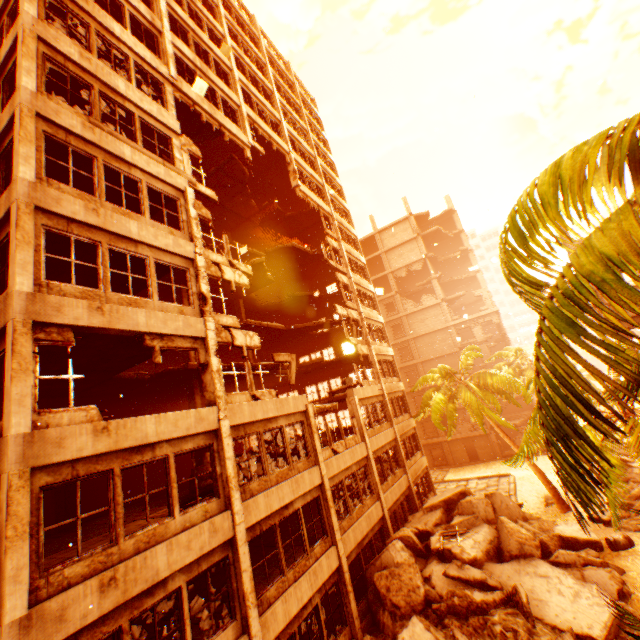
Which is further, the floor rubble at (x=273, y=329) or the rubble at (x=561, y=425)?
the floor rubble at (x=273, y=329)

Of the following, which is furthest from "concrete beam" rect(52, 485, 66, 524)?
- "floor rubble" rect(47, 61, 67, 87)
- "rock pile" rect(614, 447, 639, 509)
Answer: "rock pile" rect(614, 447, 639, 509)

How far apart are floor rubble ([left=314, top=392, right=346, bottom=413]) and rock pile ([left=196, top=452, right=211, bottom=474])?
0.9 meters

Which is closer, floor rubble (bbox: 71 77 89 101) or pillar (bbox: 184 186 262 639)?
pillar (bbox: 184 186 262 639)

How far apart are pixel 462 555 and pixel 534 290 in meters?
14.2 m

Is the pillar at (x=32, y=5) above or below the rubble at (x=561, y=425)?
above

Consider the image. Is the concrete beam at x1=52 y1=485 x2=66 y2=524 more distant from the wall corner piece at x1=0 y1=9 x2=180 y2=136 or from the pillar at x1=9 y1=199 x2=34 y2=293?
the wall corner piece at x1=0 y1=9 x2=180 y2=136

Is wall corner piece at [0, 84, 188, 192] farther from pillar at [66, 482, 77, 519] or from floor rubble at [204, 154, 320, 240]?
pillar at [66, 482, 77, 519]
